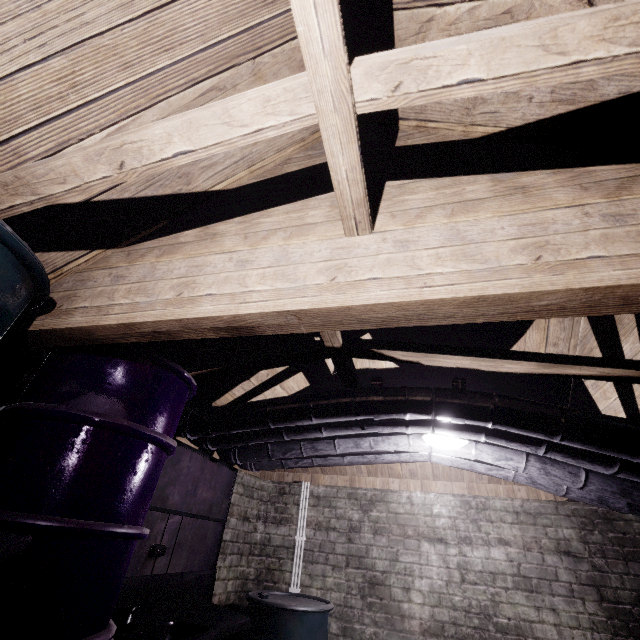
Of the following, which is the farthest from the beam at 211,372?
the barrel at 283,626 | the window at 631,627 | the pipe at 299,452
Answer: the window at 631,627

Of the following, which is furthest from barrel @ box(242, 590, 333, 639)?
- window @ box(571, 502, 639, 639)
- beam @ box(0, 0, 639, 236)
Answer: beam @ box(0, 0, 639, 236)

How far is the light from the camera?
2.19m

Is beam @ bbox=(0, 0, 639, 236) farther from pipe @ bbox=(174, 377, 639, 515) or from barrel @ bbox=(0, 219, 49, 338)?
pipe @ bbox=(174, 377, 639, 515)

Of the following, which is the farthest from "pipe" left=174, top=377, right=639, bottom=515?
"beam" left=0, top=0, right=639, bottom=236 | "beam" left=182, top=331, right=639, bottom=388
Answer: "beam" left=0, top=0, right=639, bottom=236

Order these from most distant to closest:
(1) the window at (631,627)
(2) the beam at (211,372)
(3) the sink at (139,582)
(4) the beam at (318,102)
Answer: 1. (1) the window at (631,627)
2. (3) the sink at (139,582)
3. (2) the beam at (211,372)
4. (4) the beam at (318,102)

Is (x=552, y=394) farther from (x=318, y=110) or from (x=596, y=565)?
(x=318, y=110)

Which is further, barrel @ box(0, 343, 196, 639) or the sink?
the sink
